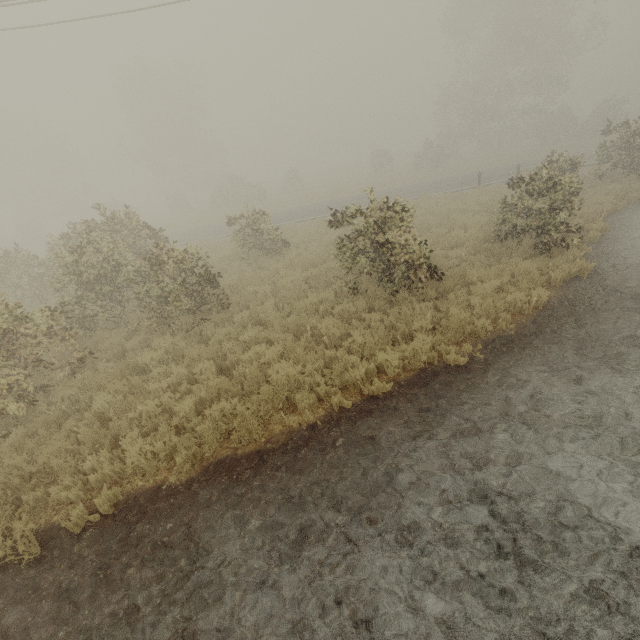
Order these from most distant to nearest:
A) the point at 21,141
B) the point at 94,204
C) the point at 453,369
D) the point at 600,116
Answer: the point at 21,141 → the point at 600,116 → the point at 94,204 → the point at 453,369

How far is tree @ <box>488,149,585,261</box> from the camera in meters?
9.1

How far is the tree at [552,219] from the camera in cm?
915
